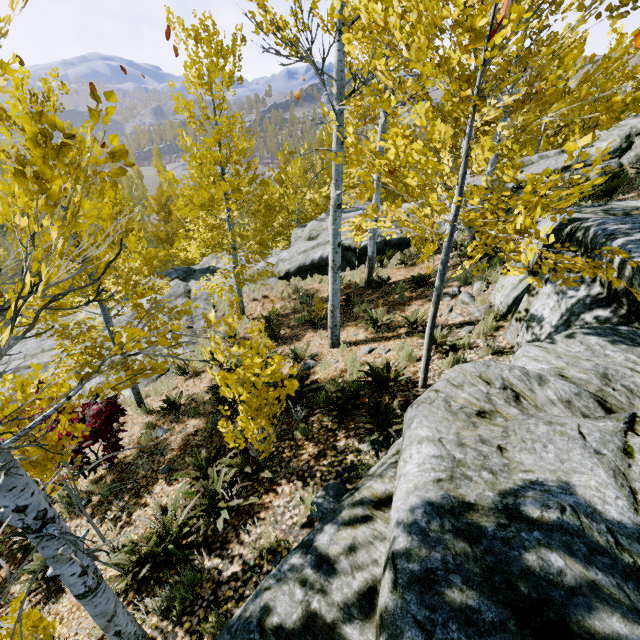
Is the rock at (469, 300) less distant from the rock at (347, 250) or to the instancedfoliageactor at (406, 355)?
the instancedfoliageactor at (406, 355)

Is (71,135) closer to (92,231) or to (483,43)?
(483,43)

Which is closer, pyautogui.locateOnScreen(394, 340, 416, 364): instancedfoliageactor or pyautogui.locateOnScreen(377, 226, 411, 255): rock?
pyautogui.locateOnScreen(394, 340, 416, 364): instancedfoliageactor

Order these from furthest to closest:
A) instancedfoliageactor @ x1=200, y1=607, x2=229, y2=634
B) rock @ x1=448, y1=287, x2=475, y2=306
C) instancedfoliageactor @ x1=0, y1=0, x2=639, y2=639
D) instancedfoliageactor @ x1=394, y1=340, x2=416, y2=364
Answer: rock @ x1=448, y1=287, x2=475, y2=306 → instancedfoliageactor @ x1=394, y1=340, x2=416, y2=364 → instancedfoliageactor @ x1=200, y1=607, x2=229, y2=634 → instancedfoliageactor @ x1=0, y1=0, x2=639, y2=639

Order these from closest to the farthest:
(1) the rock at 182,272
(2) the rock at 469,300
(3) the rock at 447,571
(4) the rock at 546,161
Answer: (3) the rock at 447,571 < (2) the rock at 469,300 < (4) the rock at 546,161 < (1) the rock at 182,272

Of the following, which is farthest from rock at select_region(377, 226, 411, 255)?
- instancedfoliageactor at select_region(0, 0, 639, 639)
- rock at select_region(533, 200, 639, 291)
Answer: rock at select_region(533, 200, 639, 291)

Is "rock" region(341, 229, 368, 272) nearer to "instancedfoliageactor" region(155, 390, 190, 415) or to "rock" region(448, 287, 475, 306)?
"instancedfoliageactor" region(155, 390, 190, 415)
